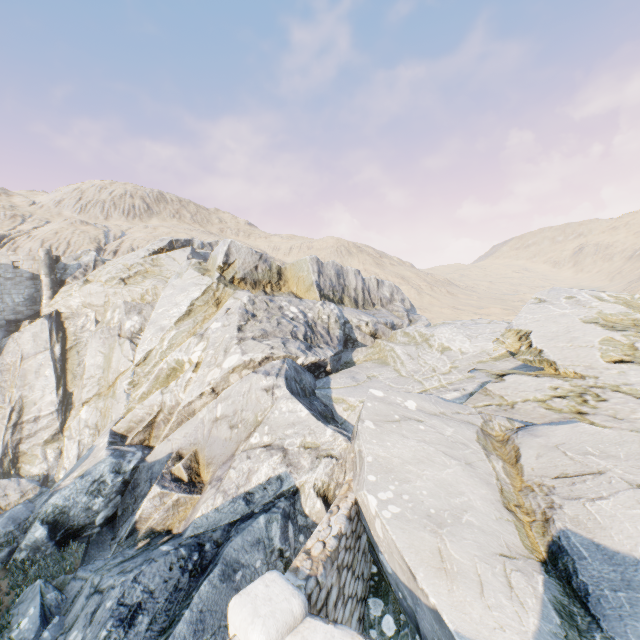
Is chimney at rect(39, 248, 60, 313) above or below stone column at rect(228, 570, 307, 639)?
above

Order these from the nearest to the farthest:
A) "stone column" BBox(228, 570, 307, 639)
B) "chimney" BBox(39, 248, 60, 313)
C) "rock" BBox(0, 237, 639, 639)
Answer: "stone column" BBox(228, 570, 307, 639)
"rock" BBox(0, 237, 639, 639)
"chimney" BBox(39, 248, 60, 313)

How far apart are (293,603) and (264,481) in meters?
4.1

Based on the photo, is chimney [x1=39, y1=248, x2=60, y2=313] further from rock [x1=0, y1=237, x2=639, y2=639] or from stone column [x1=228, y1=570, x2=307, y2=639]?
A: stone column [x1=228, y1=570, x2=307, y2=639]

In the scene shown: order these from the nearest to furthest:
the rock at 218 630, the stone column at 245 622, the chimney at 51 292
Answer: the stone column at 245 622 < the rock at 218 630 < the chimney at 51 292

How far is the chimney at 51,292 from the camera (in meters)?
29.02

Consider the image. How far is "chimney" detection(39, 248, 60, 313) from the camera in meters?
29.0 m
